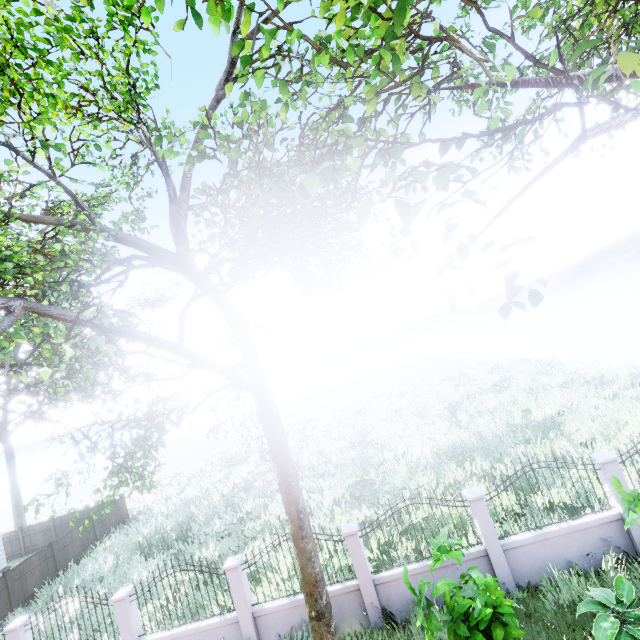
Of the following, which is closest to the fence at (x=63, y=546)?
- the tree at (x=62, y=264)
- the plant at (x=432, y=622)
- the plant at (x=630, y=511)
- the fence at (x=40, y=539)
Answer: the plant at (x=432, y=622)

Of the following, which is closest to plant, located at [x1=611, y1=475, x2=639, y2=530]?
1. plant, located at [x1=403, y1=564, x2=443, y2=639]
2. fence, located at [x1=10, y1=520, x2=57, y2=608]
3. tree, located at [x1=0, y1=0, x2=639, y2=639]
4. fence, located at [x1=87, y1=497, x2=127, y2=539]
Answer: plant, located at [x1=403, y1=564, x2=443, y2=639]

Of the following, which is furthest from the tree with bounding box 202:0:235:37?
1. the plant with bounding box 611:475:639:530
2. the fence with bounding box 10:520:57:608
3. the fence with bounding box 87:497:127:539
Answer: the plant with bounding box 611:475:639:530

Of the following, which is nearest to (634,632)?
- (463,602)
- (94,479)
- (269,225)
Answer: (463,602)

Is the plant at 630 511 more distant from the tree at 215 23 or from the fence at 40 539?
the fence at 40 539

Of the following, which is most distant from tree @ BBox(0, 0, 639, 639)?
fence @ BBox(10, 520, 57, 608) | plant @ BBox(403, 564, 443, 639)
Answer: plant @ BBox(403, 564, 443, 639)

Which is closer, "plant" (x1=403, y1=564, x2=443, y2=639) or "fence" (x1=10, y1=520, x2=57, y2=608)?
"plant" (x1=403, y1=564, x2=443, y2=639)

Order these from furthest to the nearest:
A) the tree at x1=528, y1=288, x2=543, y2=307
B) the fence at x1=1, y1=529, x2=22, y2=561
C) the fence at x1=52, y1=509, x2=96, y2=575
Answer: the fence at x1=1, y1=529, x2=22, y2=561 < the fence at x1=52, y1=509, x2=96, y2=575 < the tree at x1=528, y1=288, x2=543, y2=307
